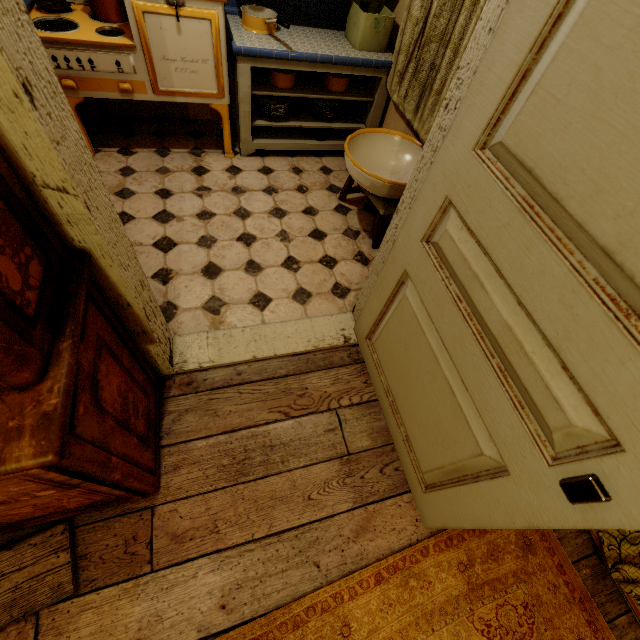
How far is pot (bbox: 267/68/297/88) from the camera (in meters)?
2.56

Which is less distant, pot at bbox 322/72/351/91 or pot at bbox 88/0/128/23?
pot at bbox 88/0/128/23

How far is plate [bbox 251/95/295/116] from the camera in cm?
275

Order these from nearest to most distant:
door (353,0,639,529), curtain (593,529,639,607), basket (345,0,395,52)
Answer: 1. door (353,0,639,529)
2. curtain (593,529,639,607)
3. basket (345,0,395,52)

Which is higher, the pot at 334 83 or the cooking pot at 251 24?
the cooking pot at 251 24

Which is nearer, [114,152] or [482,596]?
[482,596]

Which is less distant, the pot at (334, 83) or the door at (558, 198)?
the door at (558, 198)

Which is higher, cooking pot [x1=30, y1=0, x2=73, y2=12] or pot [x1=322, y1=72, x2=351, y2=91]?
cooking pot [x1=30, y1=0, x2=73, y2=12]
